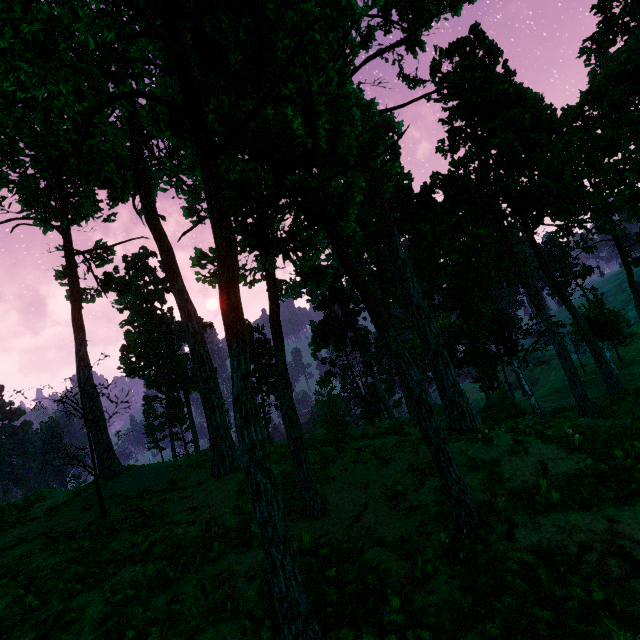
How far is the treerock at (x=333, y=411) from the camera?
23.56m

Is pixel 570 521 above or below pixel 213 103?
below

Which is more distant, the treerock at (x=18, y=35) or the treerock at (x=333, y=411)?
the treerock at (x=333, y=411)

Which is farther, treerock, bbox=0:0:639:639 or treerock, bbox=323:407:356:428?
treerock, bbox=323:407:356:428

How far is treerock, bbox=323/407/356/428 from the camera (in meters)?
23.56

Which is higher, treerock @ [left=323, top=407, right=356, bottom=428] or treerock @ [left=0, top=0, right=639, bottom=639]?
Result: treerock @ [left=0, top=0, right=639, bottom=639]
